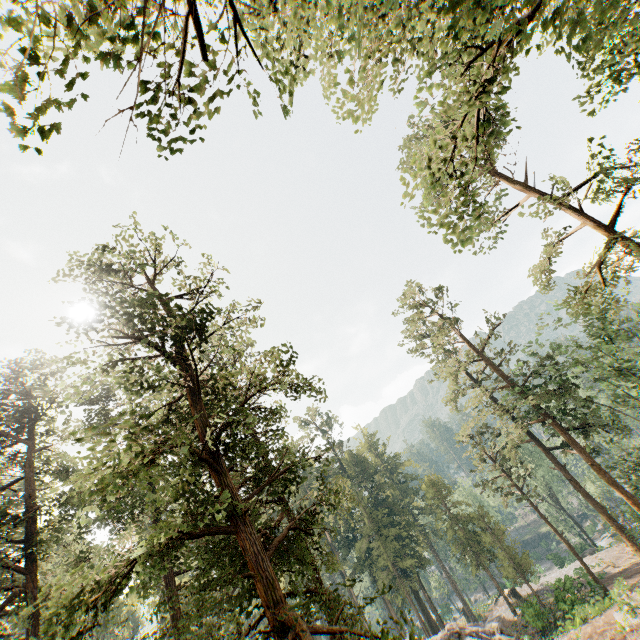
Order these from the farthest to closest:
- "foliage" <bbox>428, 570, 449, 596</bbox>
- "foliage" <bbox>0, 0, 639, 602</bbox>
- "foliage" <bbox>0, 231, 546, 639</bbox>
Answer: "foliage" <bbox>428, 570, 449, 596</bbox>, "foliage" <bbox>0, 231, 546, 639</bbox>, "foliage" <bbox>0, 0, 639, 602</bbox>

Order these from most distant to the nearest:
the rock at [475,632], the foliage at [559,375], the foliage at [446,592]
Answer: the foliage at [446,592], the rock at [475,632], the foliage at [559,375]

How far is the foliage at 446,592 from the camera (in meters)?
50.72

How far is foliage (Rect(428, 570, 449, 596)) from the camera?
50.7m

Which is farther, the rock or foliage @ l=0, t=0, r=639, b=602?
the rock

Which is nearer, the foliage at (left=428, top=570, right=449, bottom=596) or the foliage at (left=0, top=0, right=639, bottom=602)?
the foliage at (left=0, top=0, right=639, bottom=602)

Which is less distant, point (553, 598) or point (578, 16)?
point (578, 16)

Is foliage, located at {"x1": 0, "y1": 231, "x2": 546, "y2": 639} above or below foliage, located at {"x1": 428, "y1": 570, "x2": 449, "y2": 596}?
above
